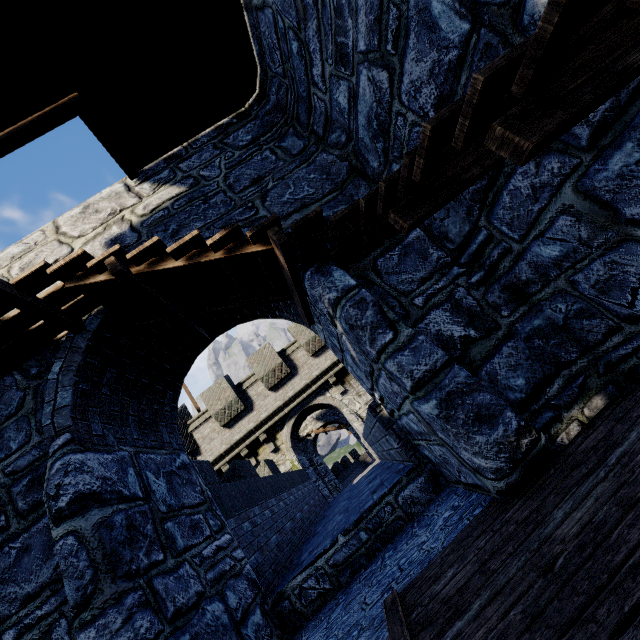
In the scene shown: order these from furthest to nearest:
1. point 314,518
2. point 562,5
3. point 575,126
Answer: point 314,518, point 575,126, point 562,5
